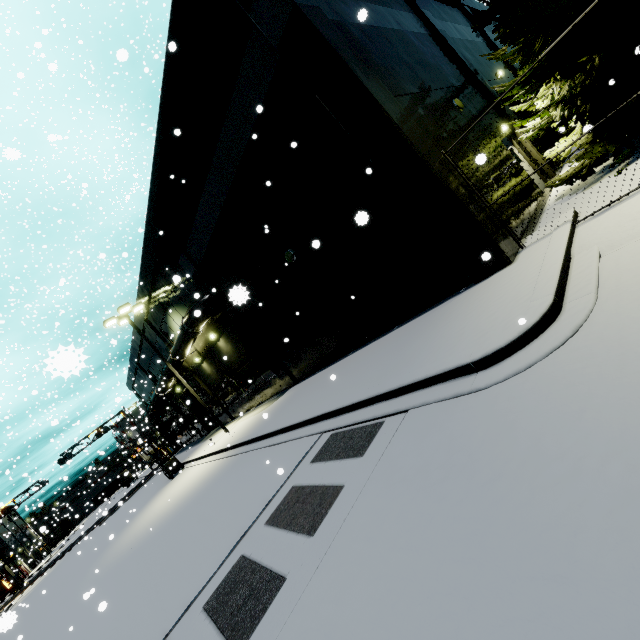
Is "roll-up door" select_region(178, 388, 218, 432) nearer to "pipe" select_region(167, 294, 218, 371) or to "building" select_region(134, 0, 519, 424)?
"building" select_region(134, 0, 519, 424)

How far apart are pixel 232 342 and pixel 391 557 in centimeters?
1576cm

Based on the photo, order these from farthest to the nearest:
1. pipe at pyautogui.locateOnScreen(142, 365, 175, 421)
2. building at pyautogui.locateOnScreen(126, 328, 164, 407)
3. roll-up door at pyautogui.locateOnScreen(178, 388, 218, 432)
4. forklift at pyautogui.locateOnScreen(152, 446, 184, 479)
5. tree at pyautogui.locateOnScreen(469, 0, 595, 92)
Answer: roll-up door at pyautogui.locateOnScreen(178, 388, 218, 432)
building at pyautogui.locateOnScreen(126, 328, 164, 407)
pipe at pyautogui.locateOnScreen(142, 365, 175, 421)
forklift at pyautogui.locateOnScreen(152, 446, 184, 479)
tree at pyautogui.locateOnScreen(469, 0, 595, 92)

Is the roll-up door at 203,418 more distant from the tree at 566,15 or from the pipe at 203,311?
the tree at 566,15

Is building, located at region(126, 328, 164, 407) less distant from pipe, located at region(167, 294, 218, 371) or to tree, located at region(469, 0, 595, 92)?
pipe, located at region(167, 294, 218, 371)

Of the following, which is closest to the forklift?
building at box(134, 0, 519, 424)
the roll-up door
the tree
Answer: the roll-up door

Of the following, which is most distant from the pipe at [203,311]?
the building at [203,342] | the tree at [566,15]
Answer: the tree at [566,15]

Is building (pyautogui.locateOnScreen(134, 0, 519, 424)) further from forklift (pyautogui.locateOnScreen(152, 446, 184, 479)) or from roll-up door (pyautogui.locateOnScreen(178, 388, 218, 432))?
forklift (pyautogui.locateOnScreen(152, 446, 184, 479))
